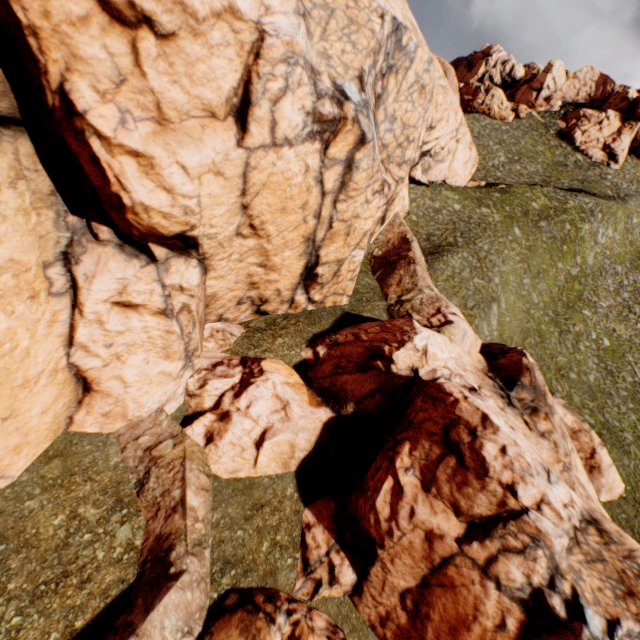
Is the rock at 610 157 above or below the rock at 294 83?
above

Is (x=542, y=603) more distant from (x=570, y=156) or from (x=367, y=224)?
(x=570, y=156)

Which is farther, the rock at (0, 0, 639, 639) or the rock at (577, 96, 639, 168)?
the rock at (577, 96, 639, 168)

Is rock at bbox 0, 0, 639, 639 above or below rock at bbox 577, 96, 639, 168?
below

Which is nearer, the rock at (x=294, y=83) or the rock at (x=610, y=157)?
the rock at (x=294, y=83)
